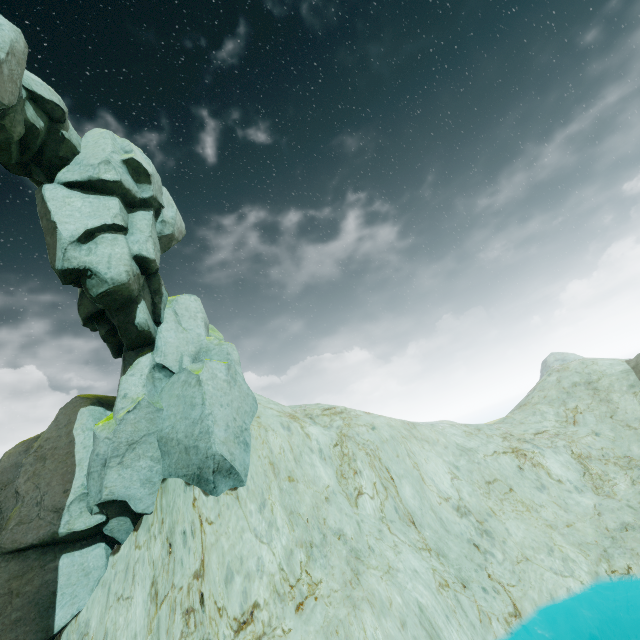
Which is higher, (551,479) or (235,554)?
(235,554)
